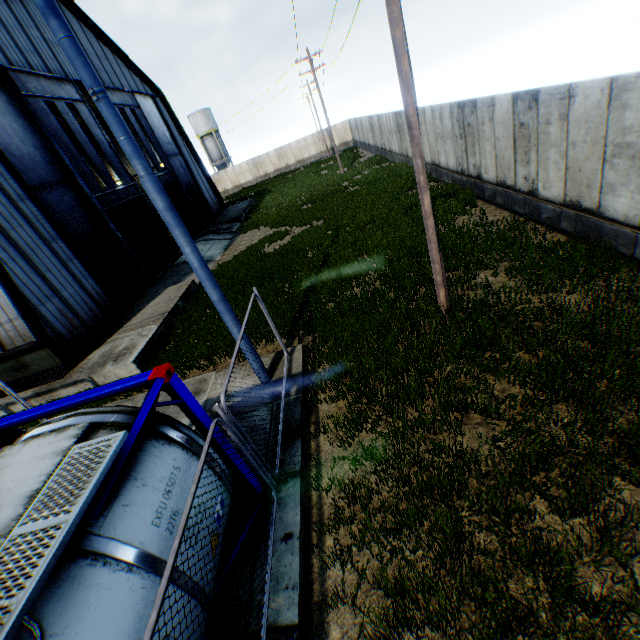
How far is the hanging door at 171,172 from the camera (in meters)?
21.89

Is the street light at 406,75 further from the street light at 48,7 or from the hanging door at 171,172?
the hanging door at 171,172

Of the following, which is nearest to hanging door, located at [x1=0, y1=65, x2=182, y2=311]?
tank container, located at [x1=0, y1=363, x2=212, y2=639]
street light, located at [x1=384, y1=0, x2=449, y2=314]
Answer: tank container, located at [x1=0, y1=363, x2=212, y2=639]

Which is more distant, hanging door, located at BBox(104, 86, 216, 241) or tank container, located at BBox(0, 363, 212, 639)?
hanging door, located at BBox(104, 86, 216, 241)

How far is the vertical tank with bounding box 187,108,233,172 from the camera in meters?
52.3

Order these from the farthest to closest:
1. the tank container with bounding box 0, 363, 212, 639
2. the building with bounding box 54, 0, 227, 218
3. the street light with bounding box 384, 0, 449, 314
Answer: the building with bounding box 54, 0, 227, 218, the street light with bounding box 384, 0, 449, 314, the tank container with bounding box 0, 363, 212, 639

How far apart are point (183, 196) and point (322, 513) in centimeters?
2720cm

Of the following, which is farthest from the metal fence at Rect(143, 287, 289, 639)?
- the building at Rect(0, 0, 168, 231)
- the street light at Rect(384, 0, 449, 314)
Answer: the building at Rect(0, 0, 168, 231)
